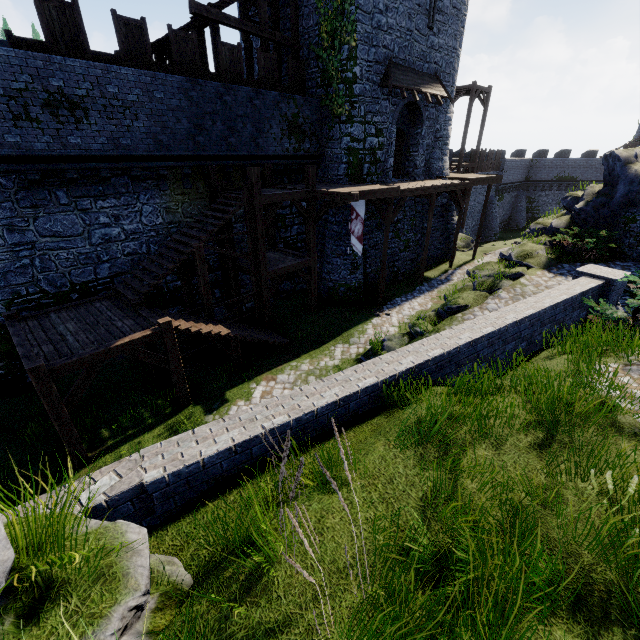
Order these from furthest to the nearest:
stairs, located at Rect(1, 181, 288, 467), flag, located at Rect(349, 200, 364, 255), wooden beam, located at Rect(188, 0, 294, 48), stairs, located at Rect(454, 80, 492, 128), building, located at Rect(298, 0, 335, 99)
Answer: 1. stairs, located at Rect(454, 80, 492, 128)
2. building, located at Rect(298, 0, 335, 99)
3. flag, located at Rect(349, 200, 364, 255)
4. wooden beam, located at Rect(188, 0, 294, 48)
5. stairs, located at Rect(1, 181, 288, 467)

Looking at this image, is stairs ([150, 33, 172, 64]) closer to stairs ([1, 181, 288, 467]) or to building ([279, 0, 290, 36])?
building ([279, 0, 290, 36])

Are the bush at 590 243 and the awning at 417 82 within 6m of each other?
no

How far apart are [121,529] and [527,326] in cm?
770

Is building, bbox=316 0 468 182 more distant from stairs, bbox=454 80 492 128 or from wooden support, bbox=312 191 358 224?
wooden support, bbox=312 191 358 224

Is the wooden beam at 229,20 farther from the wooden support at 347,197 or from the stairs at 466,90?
the stairs at 466,90

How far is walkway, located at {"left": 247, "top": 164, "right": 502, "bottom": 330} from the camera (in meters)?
12.87

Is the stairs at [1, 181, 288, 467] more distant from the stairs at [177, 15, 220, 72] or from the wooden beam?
the wooden beam
